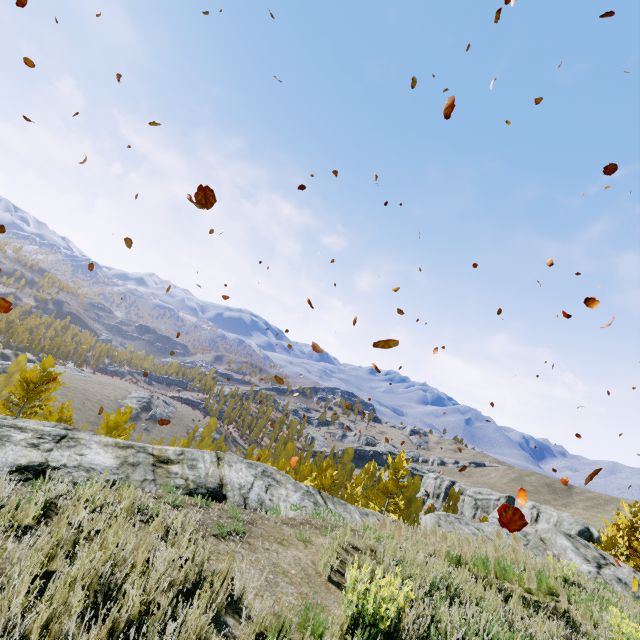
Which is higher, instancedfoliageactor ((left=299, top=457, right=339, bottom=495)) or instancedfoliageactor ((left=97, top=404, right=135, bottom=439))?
instancedfoliageactor ((left=299, top=457, right=339, bottom=495))

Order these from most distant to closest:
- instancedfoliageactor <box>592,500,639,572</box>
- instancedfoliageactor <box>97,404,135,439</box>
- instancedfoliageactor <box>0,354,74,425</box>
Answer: instancedfoliageactor <box>592,500,639,572</box>
instancedfoliageactor <box>97,404,135,439</box>
instancedfoliageactor <box>0,354,74,425</box>

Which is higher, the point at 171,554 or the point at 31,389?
the point at 171,554

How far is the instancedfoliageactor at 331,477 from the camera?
23.78m

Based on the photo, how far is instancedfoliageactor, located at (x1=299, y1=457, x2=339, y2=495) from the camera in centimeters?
2378cm

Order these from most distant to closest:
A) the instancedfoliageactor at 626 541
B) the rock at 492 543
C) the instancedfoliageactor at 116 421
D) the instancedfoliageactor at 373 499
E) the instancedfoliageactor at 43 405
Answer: the instancedfoliageactor at 373 499 → the instancedfoliageactor at 626 541 → the instancedfoliageactor at 116 421 → the instancedfoliageactor at 43 405 → the rock at 492 543
